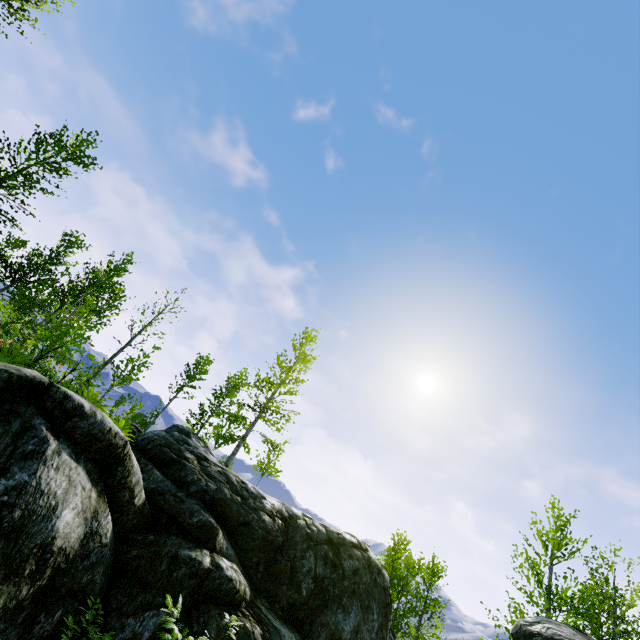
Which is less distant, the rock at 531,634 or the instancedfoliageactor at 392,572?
the rock at 531,634

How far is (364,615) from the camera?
10.95m

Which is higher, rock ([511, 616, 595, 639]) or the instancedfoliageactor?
the instancedfoliageactor

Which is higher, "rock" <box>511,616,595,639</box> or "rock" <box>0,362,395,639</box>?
"rock" <box>511,616,595,639</box>

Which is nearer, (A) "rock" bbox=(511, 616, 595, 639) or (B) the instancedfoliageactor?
(A) "rock" bbox=(511, 616, 595, 639)
